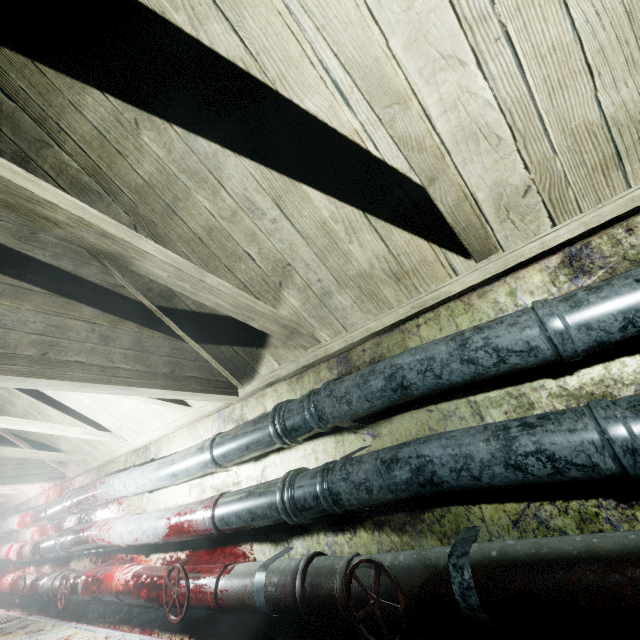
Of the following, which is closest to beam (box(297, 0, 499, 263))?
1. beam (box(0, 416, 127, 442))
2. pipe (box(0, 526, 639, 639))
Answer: beam (box(0, 416, 127, 442))

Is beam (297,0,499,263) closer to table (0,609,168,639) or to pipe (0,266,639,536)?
pipe (0,266,639,536)

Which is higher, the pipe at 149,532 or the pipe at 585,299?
the pipe at 585,299

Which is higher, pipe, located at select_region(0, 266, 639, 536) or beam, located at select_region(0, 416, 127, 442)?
beam, located at select_region(0, 416, 127, 442)

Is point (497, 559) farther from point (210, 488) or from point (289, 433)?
point (210, 488)

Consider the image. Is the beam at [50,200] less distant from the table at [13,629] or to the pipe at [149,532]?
the pipe at [149,532]

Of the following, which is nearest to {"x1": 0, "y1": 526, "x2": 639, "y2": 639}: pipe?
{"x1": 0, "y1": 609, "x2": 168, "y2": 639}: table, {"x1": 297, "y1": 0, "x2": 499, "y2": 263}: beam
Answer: {"x1": 0, "y1": 609, "x2": 168, "y2": 639}: table

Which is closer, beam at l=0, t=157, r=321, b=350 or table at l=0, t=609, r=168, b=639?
beam at l=0, t=157, r=321, b=350
